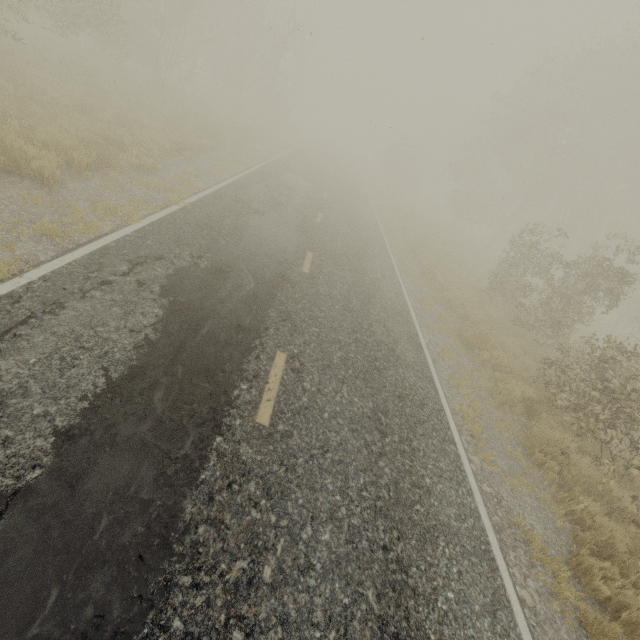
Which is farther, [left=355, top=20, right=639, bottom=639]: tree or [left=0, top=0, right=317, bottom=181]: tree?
[left=0, top=0, right=317, bottom=181]: tree

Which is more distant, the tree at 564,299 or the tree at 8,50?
the tree at 8,50

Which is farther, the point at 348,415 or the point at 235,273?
the point at 235,273
